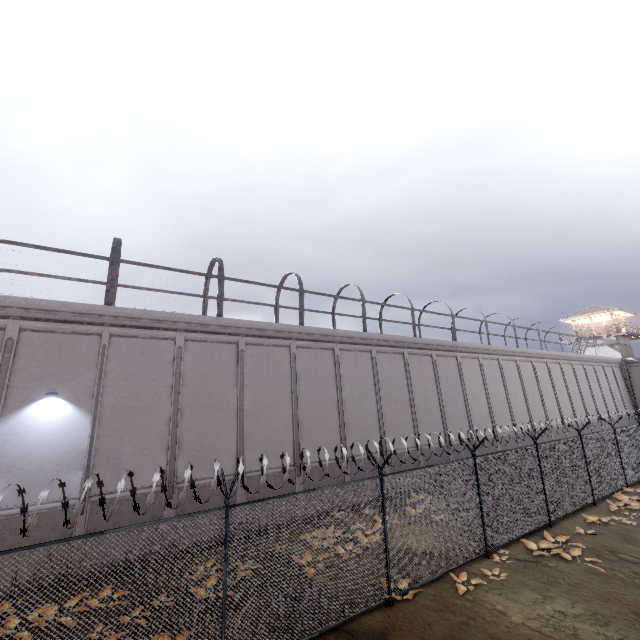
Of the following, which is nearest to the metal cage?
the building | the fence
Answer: the fence

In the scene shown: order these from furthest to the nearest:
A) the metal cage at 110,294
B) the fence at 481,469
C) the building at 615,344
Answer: the building at 615,344
the metal cage at 110,294
the fence at 481,469

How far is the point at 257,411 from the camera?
13.52m

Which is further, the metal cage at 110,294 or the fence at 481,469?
the metal cage at 110,294

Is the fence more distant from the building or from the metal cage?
the building

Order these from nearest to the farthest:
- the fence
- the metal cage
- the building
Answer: the fence
the metal cage
the building
